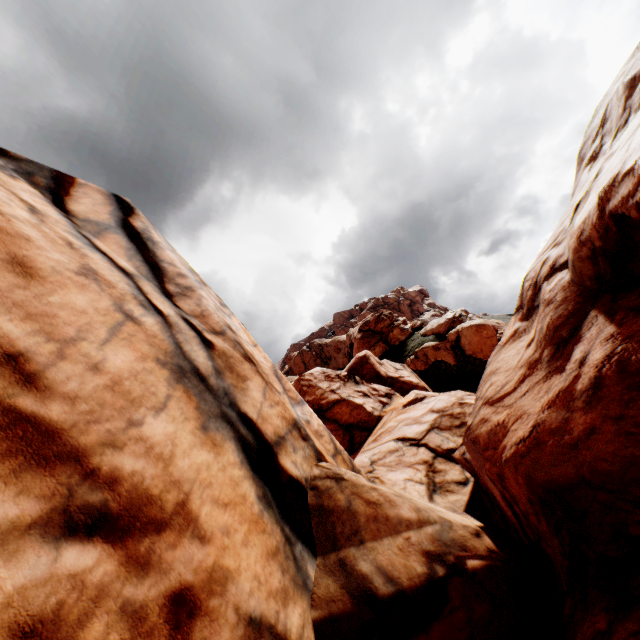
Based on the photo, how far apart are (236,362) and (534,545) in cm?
715
